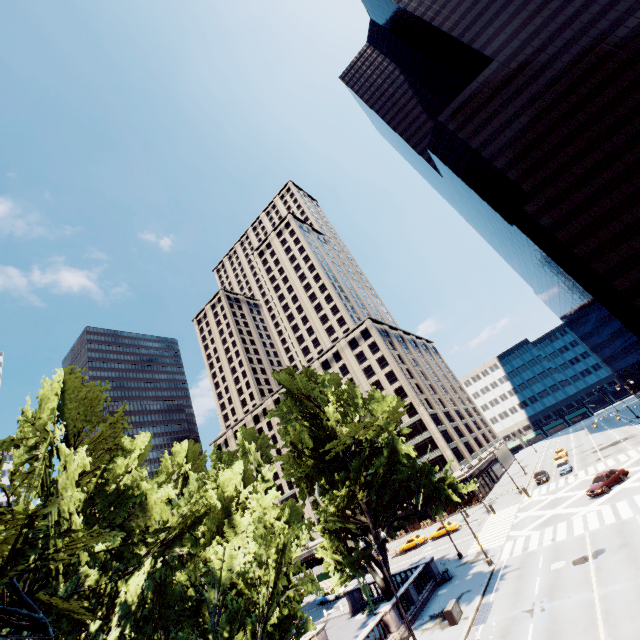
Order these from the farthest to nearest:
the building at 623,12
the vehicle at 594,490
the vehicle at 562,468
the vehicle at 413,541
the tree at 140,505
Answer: the building at 623,12 < the vehicle at 413,541 < the vehicle at 562,468 < the vehicle at 594,490 < the tree at 140,505

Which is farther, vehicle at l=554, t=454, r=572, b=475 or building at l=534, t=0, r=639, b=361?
building at l=534, t=0, r=639, b=361

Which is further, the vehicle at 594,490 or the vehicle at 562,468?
the vehicle at 562,468

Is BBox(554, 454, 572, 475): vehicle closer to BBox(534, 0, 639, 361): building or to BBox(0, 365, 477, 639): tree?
BBox(534, 0, 639, 361): building

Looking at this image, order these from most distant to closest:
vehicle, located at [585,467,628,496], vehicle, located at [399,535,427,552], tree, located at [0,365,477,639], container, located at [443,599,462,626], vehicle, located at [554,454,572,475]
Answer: vehicle, located at [399,535,427,552]
vehicle, located at [554,454,572,475]
vehicle, located at [585,467,628,496]
container, located at [443,599,462,626]
tree, located at [0,365,477,639]

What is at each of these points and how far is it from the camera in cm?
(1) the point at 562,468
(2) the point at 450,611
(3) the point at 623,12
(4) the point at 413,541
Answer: (1) vehicle, 4953
(2) container, 2277
(3) building, 5734
(4) vehicle, 5166

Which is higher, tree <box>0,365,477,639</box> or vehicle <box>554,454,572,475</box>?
tree <box>0,365,477,639</box>

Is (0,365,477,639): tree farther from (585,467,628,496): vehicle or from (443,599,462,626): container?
(585,467,628,496): vehicle
